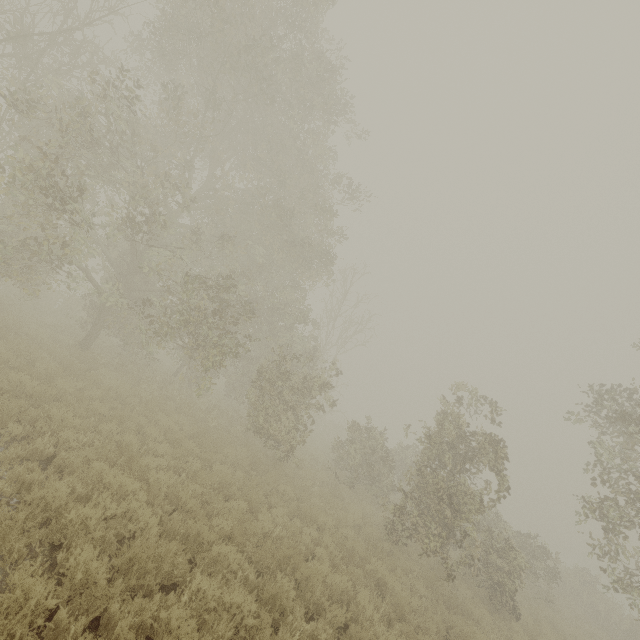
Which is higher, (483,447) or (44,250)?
(483,447)
